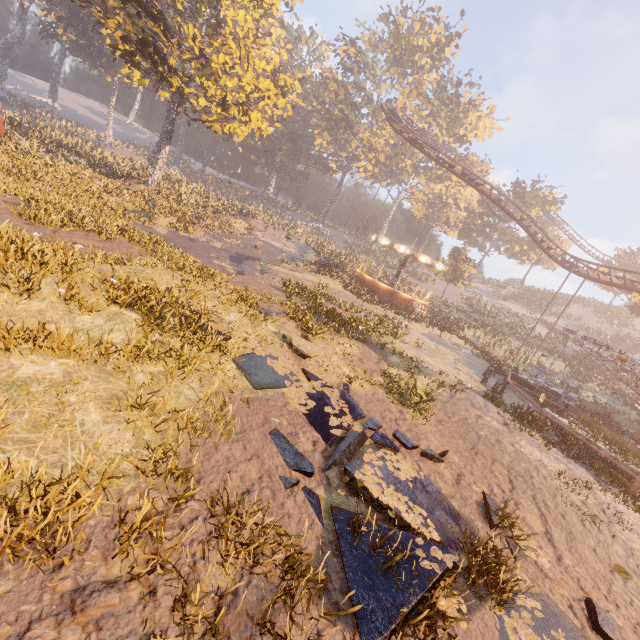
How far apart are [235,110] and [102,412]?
Answer: 23.40m

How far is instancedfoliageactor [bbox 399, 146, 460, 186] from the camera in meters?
55.1 m

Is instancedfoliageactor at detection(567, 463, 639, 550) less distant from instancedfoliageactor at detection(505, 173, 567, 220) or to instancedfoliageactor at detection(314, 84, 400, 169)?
instancedfoliageactor at detection(505, 173, 567, 220)

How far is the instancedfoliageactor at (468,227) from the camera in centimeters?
2872cm

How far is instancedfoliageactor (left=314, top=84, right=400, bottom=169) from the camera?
52.6 meters

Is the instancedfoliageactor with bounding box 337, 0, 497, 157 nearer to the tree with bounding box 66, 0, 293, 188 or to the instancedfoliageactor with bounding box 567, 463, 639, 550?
the tree with bounding box 66, 0, 293, 188

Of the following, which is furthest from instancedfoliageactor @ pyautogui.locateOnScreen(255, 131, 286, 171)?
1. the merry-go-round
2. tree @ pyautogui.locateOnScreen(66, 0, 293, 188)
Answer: the merry-go-round
